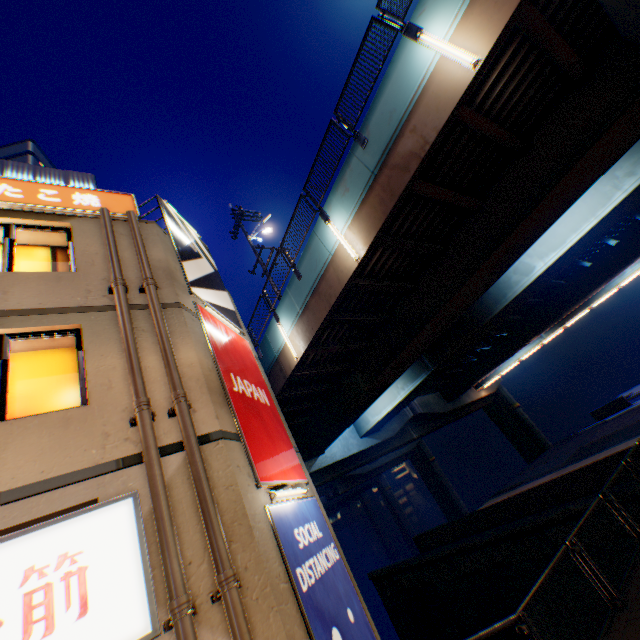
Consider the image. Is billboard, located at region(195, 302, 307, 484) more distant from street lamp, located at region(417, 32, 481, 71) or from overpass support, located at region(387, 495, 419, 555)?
overpass support, located at region(387, 495, 419, 555)

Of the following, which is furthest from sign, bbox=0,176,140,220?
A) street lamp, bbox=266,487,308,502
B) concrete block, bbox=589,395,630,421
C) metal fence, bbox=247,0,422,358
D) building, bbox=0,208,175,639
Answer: concrete block, bbox=589,395,630,421

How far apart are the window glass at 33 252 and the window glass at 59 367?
1.5m

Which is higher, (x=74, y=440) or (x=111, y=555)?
(x=74, y=440)

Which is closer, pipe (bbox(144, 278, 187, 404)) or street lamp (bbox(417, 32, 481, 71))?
pipe (bbox(144, 278, 187, 404))

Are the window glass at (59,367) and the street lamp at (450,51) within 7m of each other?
no

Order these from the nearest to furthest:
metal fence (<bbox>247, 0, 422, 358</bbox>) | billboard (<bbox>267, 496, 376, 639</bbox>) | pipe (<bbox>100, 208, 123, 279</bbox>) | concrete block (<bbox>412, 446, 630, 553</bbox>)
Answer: billboard (<bbox>267, 496, 376, 639</bbox>) → pipe (<bbox>100, 208, 123, 279</bbox>) → metal fence (<bbox>247, 0, 422, 358</bbox>) → concrete block (<bbox>412, 446, 630, 553</bbox>)

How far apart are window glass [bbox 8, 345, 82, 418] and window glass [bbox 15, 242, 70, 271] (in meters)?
1.46
